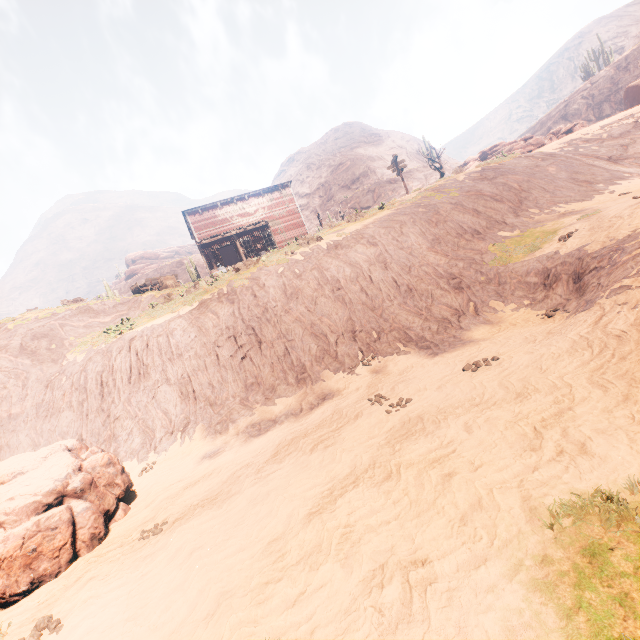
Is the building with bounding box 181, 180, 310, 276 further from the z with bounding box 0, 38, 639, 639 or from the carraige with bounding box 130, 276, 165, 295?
the carraige with bounding box 130, 276, 165, 295

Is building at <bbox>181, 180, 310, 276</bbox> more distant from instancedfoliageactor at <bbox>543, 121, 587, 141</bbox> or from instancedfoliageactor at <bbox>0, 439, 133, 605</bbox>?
instancedfoliageactor at <bbox>543, 121, 587, 141</bbox>

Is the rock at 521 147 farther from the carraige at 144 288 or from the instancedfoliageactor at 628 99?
the carraige at 144 288

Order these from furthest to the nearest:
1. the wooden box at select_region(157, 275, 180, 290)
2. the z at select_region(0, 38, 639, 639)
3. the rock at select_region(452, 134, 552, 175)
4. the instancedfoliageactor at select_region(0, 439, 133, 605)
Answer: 1. the wooden box at select_region(157, 275, 180, 290)
2. the rock at select_region(452, 134, 552, 175)
3. the instancedfoliageactor at select_region(0, 439, 133, 605)
4. the z at select_region(0, 38, 639, 639)

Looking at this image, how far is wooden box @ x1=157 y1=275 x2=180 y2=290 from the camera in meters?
23.1 m

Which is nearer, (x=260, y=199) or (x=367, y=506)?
(x=367, y=506)

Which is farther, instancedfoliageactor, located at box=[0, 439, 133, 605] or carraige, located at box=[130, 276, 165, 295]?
carraige, located at box=[130, 276, 165, 295]

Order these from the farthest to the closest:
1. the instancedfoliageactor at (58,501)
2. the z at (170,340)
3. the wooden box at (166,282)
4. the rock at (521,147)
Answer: the wooden box at (166,282) → the rock at (521,147) → the instancedfoliageactor at (58,501) → the z at (170,340)
